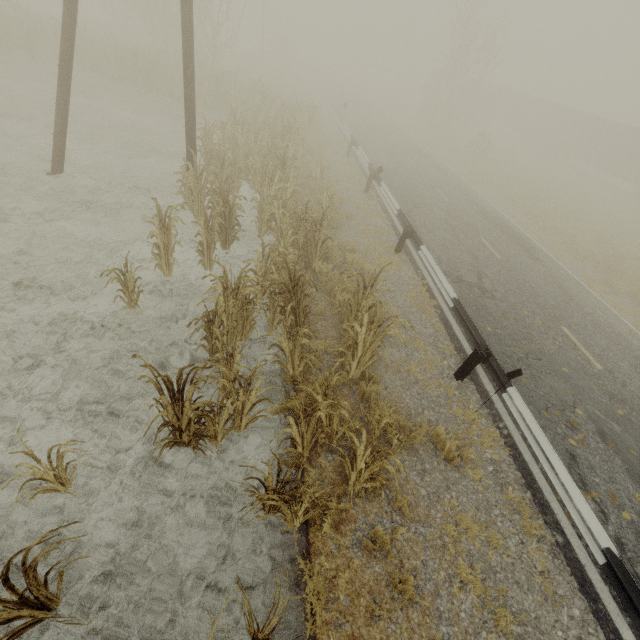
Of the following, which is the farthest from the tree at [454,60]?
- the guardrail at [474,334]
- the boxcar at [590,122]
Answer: the guardrail at [474,334]

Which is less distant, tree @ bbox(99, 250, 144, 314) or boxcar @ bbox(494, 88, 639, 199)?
tree @ bbox(99, 250, 144, 314)

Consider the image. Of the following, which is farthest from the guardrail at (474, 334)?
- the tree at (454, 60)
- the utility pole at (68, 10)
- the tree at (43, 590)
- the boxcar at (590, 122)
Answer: the boxcar at (590, 122)

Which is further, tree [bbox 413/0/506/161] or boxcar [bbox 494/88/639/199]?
→ boxcar [bbox 494/88/639/199]

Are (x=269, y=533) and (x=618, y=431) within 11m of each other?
yes

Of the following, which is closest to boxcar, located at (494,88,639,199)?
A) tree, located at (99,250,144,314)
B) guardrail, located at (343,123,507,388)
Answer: guardrail, located at (343,123,507,388)

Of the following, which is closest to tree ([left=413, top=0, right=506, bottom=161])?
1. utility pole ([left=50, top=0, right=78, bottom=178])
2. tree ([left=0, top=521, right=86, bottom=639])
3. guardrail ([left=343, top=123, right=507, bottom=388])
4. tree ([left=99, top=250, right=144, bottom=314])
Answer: guardrail ([left=343, top=123, right=507, bottom=388])
